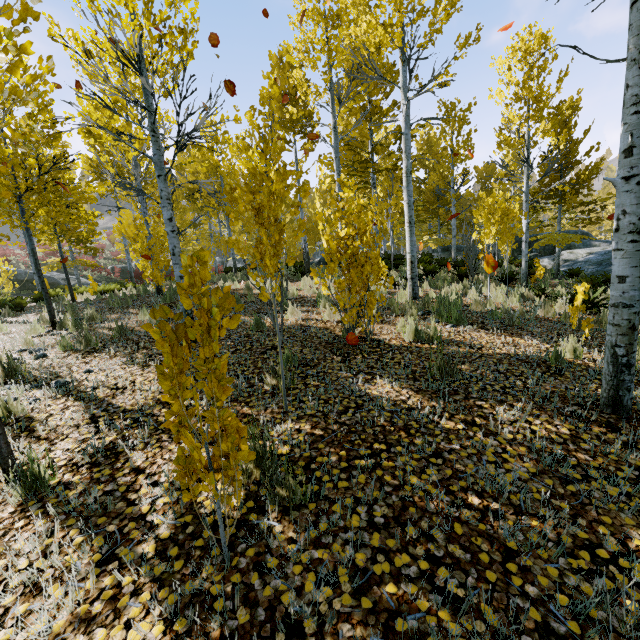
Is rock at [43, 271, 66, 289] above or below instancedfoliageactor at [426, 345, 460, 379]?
above

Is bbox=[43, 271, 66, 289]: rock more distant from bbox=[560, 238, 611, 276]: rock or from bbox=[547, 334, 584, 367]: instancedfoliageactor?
bbox=[560, 238, 611, 276]: rock

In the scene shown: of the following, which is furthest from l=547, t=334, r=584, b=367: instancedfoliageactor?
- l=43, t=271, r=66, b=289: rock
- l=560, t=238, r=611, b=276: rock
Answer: l=43, t=271, r=66, b=289: rock

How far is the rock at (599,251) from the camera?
13.0m

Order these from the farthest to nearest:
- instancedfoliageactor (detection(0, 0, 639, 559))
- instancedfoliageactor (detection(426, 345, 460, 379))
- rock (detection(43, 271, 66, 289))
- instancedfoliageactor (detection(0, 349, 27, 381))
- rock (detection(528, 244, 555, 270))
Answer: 1. rock (detection(43, 271, 66, 289))
2. rock (detection(528, 244, 555, 270))
3. instancedfoliageactor (detection(0, 349, 27, 381))
4. instancedfoliageactor (detection(426, 345, 460, 379))
5. instancedfoliageactor (detection(0, 0, 639, 559))

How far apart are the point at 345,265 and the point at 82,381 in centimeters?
389cm

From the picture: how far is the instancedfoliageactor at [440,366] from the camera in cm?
385
